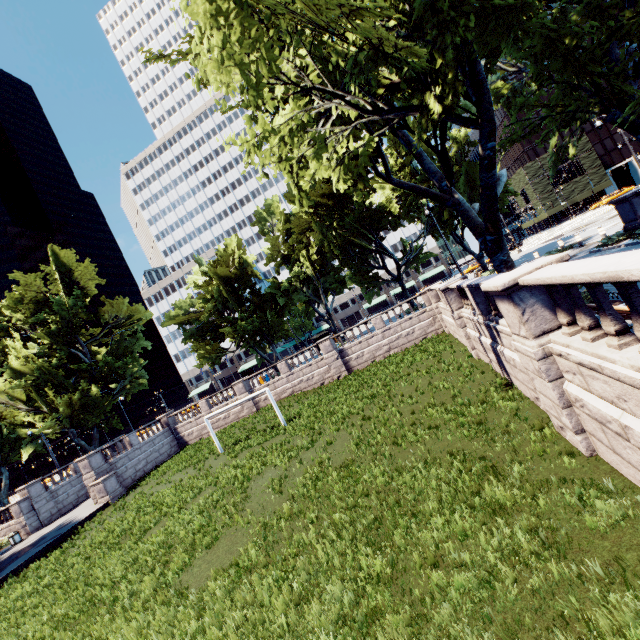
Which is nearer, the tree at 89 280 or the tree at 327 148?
the tree at 327 148

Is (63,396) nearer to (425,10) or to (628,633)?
(425,10)

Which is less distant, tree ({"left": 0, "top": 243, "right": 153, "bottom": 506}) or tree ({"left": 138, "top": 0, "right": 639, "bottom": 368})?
tree ({"left": 138, "top": 0, "right": 639, "bottom": 368})
